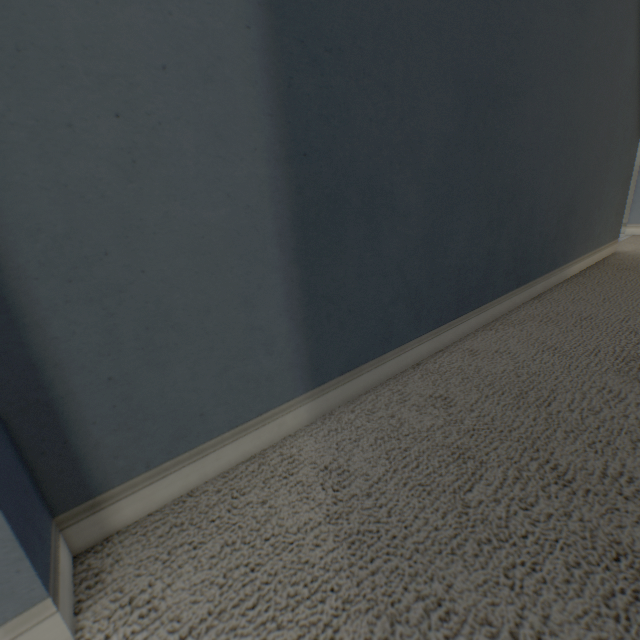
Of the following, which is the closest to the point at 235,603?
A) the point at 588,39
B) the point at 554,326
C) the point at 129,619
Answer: the point at 129,619
